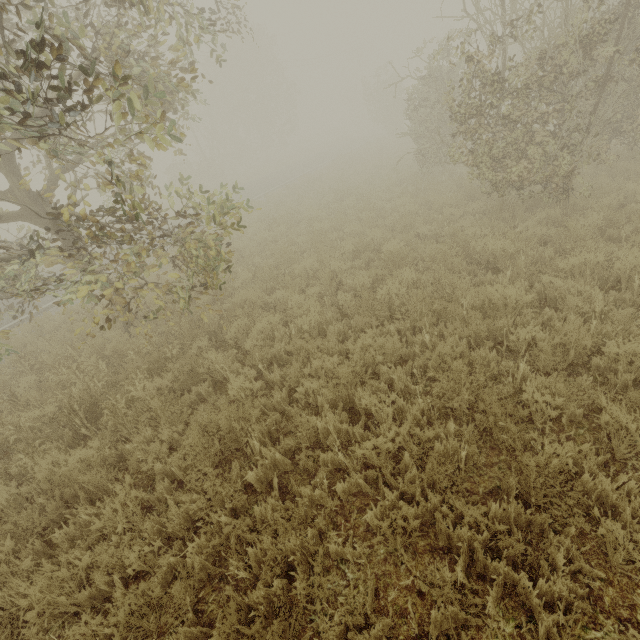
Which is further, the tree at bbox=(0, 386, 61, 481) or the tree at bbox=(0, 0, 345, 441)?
the tree at bbox=(0, 386, 61, 481)

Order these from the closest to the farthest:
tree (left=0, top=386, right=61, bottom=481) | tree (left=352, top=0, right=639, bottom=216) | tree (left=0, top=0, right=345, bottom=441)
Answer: tree (left=0, top=0, right=345, bottom=441) < tree (left=0, top=386, right=61, bottom=481) < tree (left=352, top=0, right=639, bottom=216)

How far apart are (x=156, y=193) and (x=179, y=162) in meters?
32.7

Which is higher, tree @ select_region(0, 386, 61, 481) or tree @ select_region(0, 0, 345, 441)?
tree @ select_region(0, 0, 345, 441)

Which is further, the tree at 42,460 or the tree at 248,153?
the tree at 42,460
